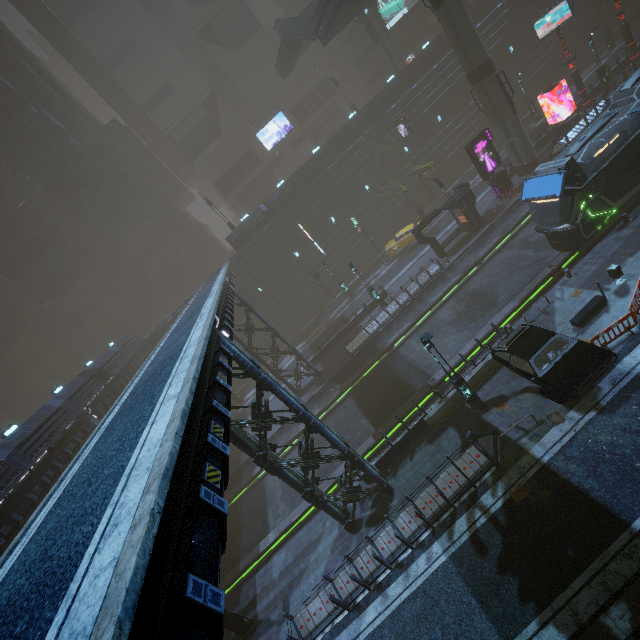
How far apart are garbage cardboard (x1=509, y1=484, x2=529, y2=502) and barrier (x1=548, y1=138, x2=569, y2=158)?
29.10m

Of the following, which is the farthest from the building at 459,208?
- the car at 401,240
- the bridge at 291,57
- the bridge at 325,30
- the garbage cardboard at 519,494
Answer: the bridge at 325,30

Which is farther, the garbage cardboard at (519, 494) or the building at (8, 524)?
the building at (8, 524)

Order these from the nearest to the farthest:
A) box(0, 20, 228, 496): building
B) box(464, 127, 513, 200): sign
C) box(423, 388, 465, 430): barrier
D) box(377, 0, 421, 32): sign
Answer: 1. box(423, 388, 465, 430): barrier
2. box(464, 127, 513, 200): sign
3. box(0, 20, 228, 496): building
4. box(377, 0, 421, 32): sign

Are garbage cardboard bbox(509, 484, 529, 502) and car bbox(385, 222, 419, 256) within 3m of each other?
no

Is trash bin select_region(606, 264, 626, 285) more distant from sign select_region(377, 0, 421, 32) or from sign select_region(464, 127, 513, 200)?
sign select_region(377, 0, 421, 32)

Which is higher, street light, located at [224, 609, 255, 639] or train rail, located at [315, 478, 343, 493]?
street light, located at [224, 609, 255, 639]

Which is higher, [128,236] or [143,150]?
[143,150]
